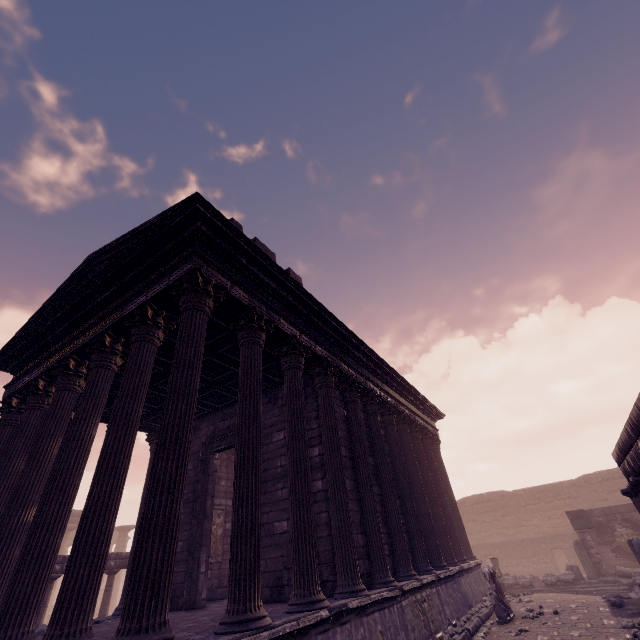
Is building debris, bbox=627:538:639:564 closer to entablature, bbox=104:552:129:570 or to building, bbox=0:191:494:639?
building, bbox=0:191:494:639

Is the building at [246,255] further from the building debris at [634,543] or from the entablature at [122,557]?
the entablature at [122,557]

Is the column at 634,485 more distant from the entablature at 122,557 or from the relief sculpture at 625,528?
the entablature at 122,557

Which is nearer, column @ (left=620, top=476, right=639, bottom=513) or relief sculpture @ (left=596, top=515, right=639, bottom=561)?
column @ (left=620, top=476, right=639, bottom=513)

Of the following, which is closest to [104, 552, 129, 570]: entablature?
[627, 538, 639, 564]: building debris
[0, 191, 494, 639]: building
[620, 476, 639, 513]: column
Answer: [0, 191, 494, 639]: building

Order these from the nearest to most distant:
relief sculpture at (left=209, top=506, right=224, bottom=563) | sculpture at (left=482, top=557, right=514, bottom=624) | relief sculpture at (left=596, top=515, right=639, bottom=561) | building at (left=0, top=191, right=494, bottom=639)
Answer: building at (left=0, top=191, right=494, bottom=639), sculpture at (left=482, top=557, right=514, bottom=624), relief sculpture at (left=209, top=506, right=224, bottom=563), relief sculpture at (left=596, top=515, right=639, bottom=561)

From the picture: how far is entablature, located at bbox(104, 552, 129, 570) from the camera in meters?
12.7 m

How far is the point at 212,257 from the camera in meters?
6.3
